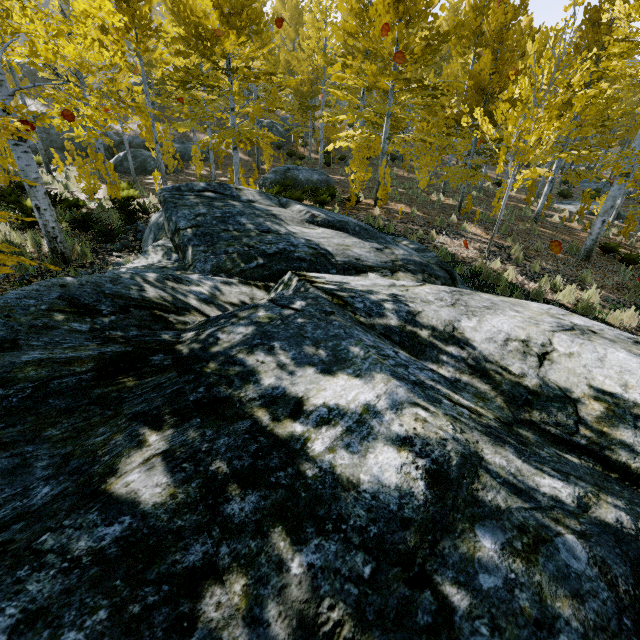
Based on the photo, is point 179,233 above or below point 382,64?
below

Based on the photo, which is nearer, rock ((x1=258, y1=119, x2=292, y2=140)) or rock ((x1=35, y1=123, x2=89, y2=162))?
rock ((x1=35, y1=123, x2=89, y2=162))

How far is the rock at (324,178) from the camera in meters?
16.5

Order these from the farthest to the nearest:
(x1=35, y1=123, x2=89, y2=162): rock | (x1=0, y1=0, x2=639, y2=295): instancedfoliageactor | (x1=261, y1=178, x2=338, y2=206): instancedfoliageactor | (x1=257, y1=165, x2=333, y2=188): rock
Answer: (x1=35, y1=123, x2=89, y2=162): rock < (x1=257, y1=165, x2=333, y2=188): rock < (x1=261, y1=178, x2=338, y2=206): instancedfoliageactor < (x1=0, y1=0, x2=639, y2=295): instancedfoliageactor

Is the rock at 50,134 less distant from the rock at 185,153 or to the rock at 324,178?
the rock at 185,153

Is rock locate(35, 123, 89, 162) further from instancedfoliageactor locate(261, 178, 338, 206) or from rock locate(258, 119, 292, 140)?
rock locate(258, 119, 292, 140)

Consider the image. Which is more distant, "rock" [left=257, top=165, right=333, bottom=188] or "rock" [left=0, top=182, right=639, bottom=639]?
"rock" [left=257, top=165, right=333, bottom=188]

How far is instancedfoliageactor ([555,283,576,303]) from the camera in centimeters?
680cm
